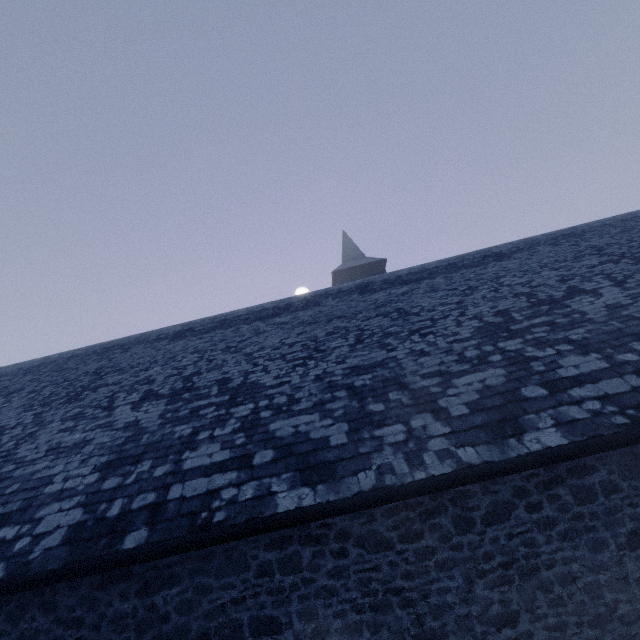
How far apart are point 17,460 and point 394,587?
7.69m
